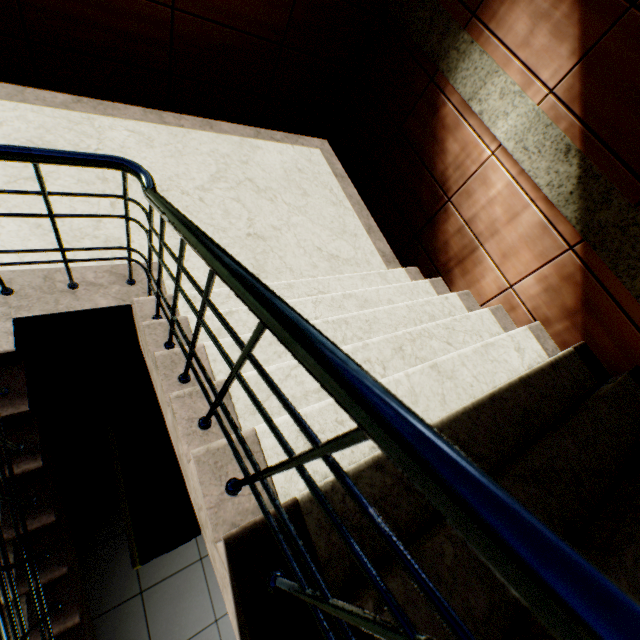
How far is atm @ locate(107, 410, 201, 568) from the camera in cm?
173

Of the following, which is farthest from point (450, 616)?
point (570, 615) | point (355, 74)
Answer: point (355, 74)

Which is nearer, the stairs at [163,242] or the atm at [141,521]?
the stairs at [163,242]

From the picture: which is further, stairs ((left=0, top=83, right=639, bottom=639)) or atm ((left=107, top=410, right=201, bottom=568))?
atm ((left=107, top=410, right=201, bottom=568))

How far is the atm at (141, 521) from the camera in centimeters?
173cm
